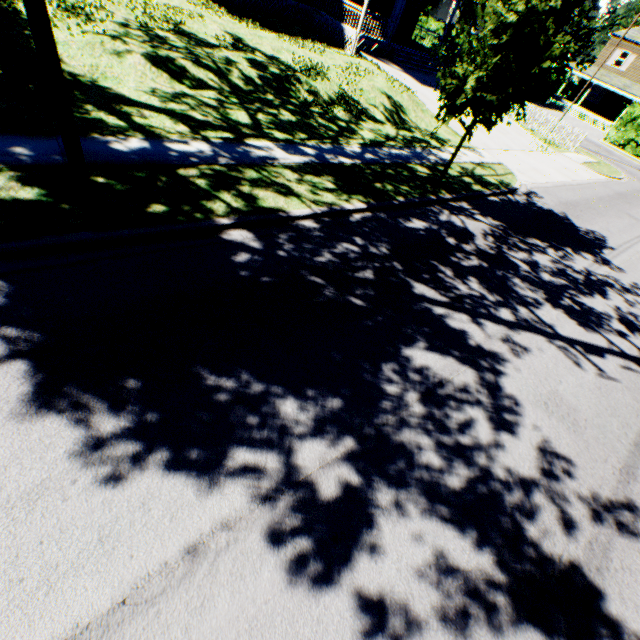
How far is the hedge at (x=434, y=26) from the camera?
41.1m

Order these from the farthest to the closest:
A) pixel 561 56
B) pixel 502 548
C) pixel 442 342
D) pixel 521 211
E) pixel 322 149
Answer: pixel 521 211 < pixel 322 149 < pixel 561 56 < pixel 442 342 < pixel 502 548

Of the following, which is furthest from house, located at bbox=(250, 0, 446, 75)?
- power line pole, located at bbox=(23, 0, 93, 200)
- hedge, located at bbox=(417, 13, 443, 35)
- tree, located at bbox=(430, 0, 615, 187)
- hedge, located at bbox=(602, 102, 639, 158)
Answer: hedge, located at bbox=(602, 102, 639, 158)

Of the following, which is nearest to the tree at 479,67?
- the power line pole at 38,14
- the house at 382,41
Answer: the power line pole at 38,14

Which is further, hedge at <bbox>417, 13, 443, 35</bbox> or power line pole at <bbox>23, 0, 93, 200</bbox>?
hedge at <bbox>417, 13, 443, 35</bbox>

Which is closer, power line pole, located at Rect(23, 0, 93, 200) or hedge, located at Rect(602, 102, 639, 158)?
power line pole, located at Rect(23, 0, 93, 200)

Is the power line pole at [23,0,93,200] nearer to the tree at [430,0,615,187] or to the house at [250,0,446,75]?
the tree at [430,0,615,187]

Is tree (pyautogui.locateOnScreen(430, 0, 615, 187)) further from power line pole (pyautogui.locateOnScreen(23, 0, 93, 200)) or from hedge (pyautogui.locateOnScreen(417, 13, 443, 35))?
hedge (pyautogui.locateOnScreen(417, 13, 443, 35))
